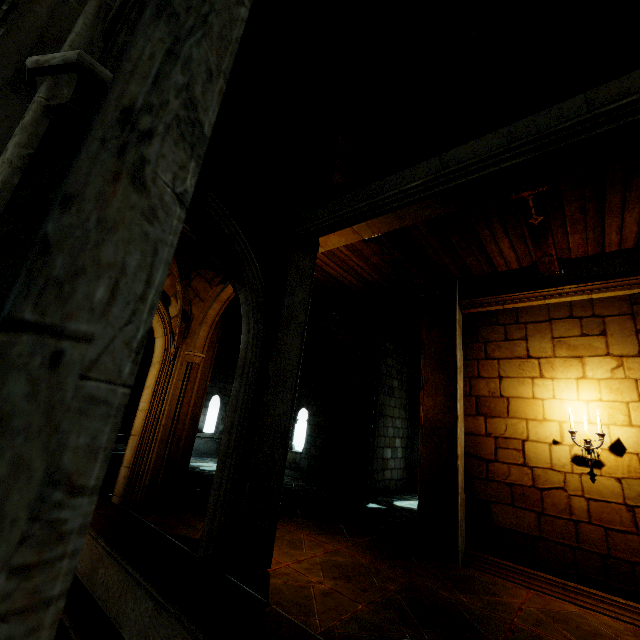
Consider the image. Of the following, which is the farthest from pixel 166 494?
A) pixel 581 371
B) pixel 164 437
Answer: pixel 581 371

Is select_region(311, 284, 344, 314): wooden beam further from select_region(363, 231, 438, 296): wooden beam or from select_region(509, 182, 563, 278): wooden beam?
select_region(509, 182, 563, 278): wooden beam

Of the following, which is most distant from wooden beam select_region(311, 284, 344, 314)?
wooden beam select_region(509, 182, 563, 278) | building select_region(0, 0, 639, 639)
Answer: wooden beam select_region(509, 182, 563, 278)

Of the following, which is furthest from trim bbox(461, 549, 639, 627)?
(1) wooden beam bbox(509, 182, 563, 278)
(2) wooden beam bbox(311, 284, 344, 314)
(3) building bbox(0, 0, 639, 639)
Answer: (2) wooden beam bbox(311, 284, 344, 314)

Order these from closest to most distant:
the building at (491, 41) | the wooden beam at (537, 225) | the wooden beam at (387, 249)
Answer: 1. the building at (491, 41)
2. the wooden beam at (537, 225)
3. the wooden beam at (387, 249)

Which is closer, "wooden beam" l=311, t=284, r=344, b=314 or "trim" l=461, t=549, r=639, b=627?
"trim" l=461, t=549, r=639, b=627

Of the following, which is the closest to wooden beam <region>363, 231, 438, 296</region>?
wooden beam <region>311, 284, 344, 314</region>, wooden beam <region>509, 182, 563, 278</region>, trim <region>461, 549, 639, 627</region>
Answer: wooden beam <region>509, 182, 563, 278</region>

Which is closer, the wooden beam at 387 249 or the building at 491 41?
the building at 491 41
